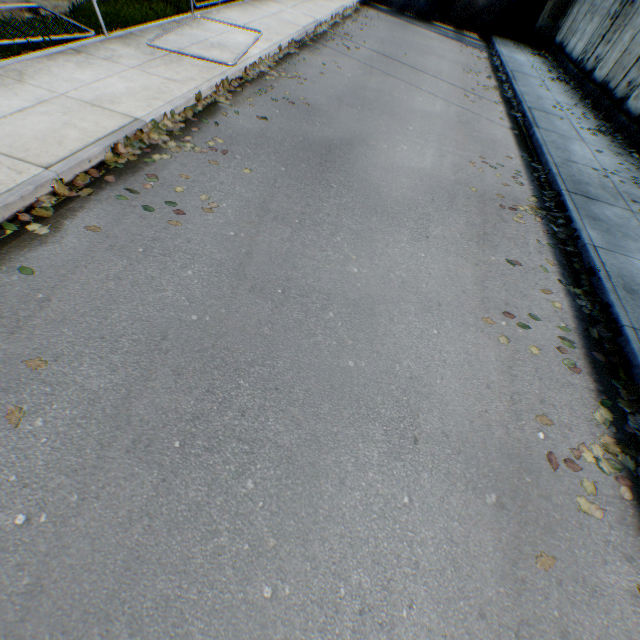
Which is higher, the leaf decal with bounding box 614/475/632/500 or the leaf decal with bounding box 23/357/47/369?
the leaf decal with bounding box 23/357/47/369

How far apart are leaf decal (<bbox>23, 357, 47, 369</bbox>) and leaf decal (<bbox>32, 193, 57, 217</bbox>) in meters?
1.7

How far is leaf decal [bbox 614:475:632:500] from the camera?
3.0 meters

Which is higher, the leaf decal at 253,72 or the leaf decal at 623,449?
the leaf decal at 253,72

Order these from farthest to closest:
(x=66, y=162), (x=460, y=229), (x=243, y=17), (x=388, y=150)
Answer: (x=243, y=17)
(x=388, y=150)
(x=460, y=229)
(x=66, y=162)

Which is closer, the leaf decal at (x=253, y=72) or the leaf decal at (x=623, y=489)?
the leaf decal at (x=623, y=489)

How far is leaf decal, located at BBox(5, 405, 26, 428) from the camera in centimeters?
246cm

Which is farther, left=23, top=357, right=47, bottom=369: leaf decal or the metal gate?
the metal gate
